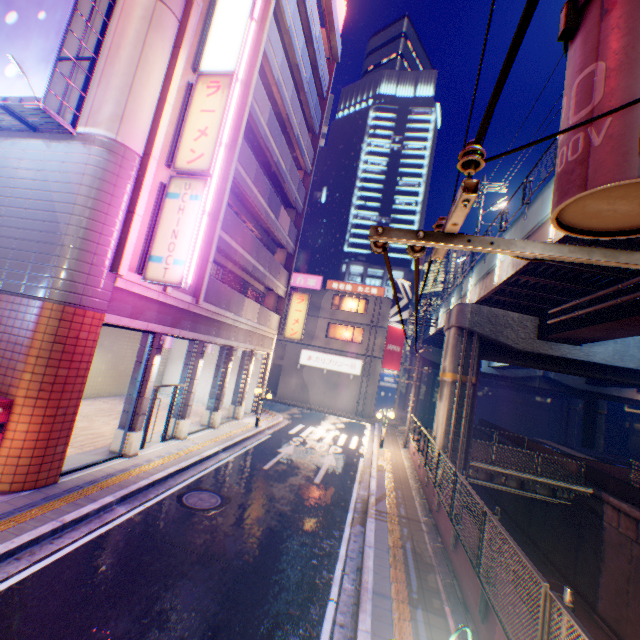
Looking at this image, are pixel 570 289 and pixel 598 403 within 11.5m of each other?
no

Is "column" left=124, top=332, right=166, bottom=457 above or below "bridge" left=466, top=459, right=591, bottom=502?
above

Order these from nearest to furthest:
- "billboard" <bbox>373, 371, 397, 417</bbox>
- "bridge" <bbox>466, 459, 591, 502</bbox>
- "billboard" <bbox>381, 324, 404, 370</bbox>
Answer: "bridge" <bbox>466, 459, 591, 502</bbox> → "billboard" <bbox>373, 371, 397, 417</bbox> → "billboard" <bbox>381, 324, 404, 370</bbox>

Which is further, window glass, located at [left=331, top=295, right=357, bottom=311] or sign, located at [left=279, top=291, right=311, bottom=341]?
window glass, located at [left=331, top=295, right=357, bottom=311]

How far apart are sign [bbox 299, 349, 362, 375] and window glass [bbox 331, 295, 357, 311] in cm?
460

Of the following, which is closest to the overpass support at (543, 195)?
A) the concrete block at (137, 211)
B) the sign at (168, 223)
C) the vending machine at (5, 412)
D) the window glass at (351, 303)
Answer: the window glass at (351, 303)

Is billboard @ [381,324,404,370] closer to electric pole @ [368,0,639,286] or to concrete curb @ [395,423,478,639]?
concrete curb @ [395,423,478,639]

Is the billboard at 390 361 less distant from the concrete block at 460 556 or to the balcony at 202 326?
the concrete block at 460 556
